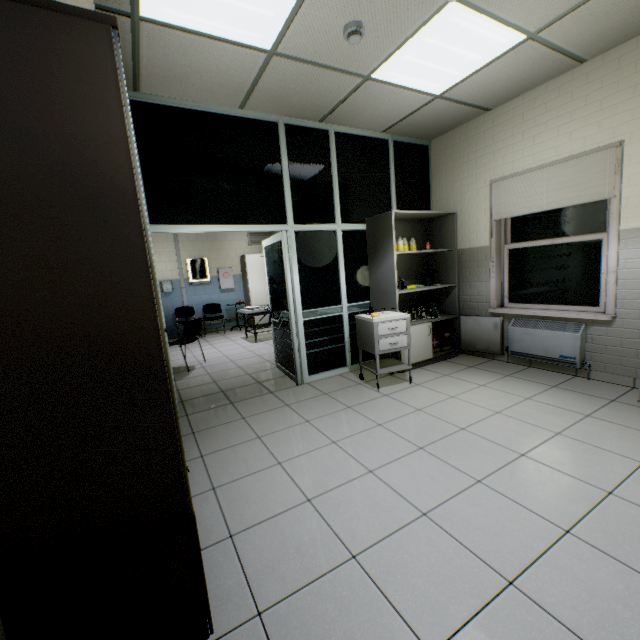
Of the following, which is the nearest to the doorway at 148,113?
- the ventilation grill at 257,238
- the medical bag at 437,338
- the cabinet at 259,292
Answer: the medical bag at 437,338

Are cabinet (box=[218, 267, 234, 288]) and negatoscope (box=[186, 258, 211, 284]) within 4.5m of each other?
yes

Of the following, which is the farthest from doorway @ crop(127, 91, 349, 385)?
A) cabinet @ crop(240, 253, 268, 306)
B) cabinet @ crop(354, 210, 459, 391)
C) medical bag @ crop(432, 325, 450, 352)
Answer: cabinet @ crop(240, 253, 268, 306)

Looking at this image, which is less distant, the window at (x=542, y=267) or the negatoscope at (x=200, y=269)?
the window at (x=542, y=267)

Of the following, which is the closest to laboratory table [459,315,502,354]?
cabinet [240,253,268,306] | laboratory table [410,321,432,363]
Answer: laboratory table [410,321,432,363]

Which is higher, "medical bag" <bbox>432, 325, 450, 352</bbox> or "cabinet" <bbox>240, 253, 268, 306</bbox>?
"cabinet" <bbox>240, 253, 268, 306</bbox>

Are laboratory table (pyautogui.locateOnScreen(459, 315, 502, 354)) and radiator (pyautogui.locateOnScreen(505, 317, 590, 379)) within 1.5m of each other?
yes

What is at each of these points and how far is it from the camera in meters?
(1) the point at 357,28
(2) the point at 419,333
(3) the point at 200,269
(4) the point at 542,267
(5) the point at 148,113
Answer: (1) fire alarm, 2.4 m
(2) laboratory table, 4.4 m
(3) negatoscope, 8.9 m
(4) window, 4.0 m
(5) doorway, 3.2 m
